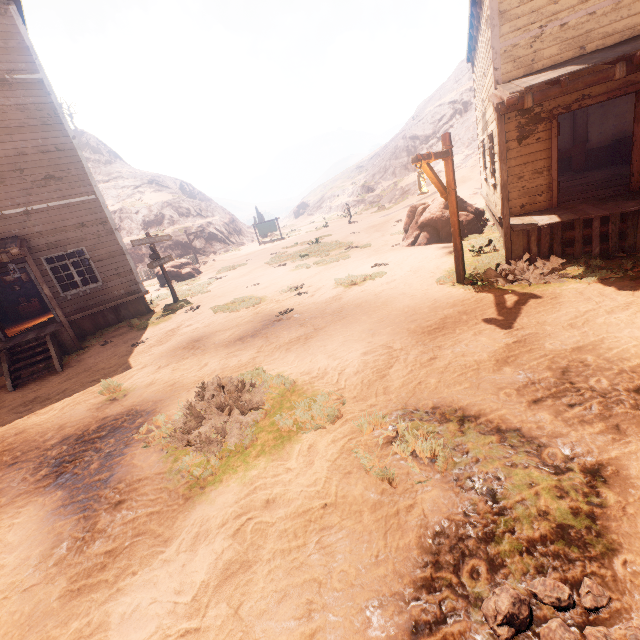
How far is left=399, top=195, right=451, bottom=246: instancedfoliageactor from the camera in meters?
12.5

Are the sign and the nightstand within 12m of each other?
no

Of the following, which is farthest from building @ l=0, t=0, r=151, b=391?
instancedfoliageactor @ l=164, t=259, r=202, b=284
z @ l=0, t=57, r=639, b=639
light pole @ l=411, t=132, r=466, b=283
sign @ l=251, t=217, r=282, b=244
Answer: sign @ l=251, t=217, r=282, b=244

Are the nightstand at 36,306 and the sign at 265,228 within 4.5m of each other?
no

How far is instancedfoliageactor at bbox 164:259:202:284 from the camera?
21.2m

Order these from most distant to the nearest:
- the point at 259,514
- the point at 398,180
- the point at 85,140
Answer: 1. the point at 85,140
2. the point at 398,180
3. the point at 259,514

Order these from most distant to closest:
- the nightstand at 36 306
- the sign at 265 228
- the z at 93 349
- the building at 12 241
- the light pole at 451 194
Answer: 1. the sign at 265 228
2. the nightstand at 36 306
3. the building at 12 241
4. the light pole at 451 194
5. the z at 93 349

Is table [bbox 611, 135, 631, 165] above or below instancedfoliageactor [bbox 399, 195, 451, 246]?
above
